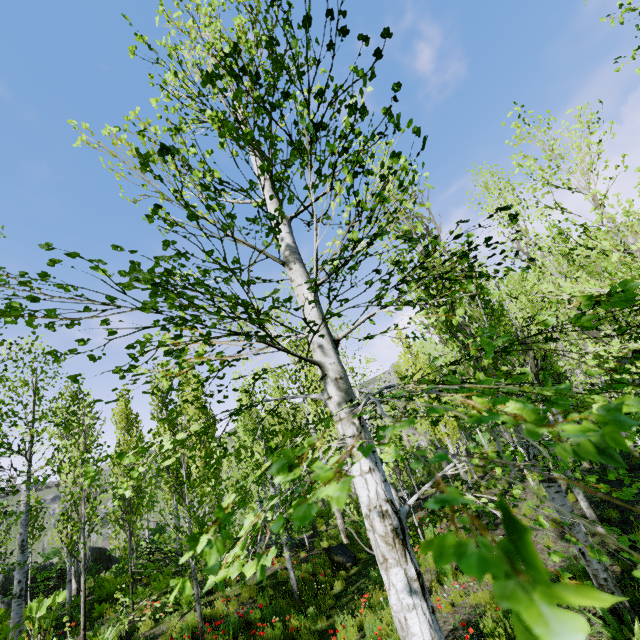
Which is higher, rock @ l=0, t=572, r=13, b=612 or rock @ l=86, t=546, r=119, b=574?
rock @ l=0, t=572, r=13, b=612

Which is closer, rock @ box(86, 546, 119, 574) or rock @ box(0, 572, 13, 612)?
rock @ box(0, 572, 13, 612)

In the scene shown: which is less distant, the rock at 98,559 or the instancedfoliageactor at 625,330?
the instancedfoliageactor at 625,330

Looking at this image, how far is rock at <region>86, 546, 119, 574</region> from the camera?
19.58m

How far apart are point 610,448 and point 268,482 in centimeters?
2922cm

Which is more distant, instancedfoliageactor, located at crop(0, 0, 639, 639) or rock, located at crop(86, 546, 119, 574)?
rock, located at crop(86, 546, 119, 574)

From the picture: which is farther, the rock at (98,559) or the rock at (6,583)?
the rock at (98,559)

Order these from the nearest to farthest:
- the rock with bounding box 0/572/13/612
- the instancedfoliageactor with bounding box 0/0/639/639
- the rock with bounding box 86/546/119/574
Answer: the instancedfoliageactor with bounding box 0/0/639/639, the rock with bounding box 0/572/13/612, the rock with bounding box 86/546/119/574
